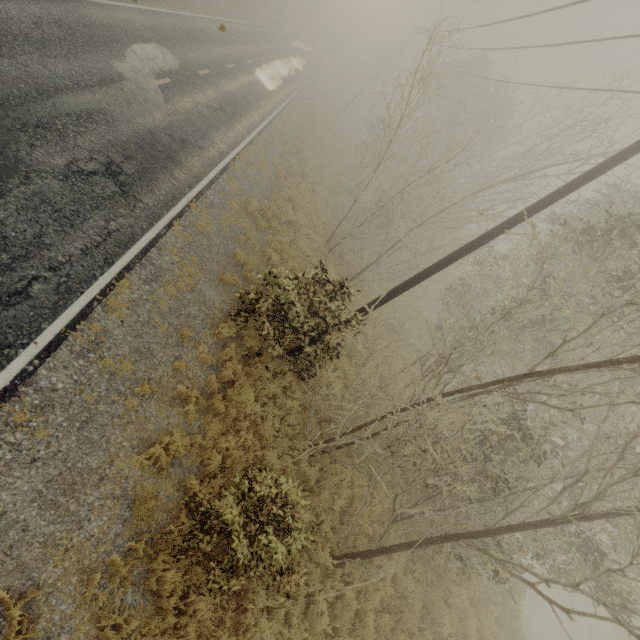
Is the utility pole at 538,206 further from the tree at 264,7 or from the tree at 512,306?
the tree at 264,7

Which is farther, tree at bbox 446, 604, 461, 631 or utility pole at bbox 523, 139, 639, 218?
tree at bbox 446, 604, 461, 631

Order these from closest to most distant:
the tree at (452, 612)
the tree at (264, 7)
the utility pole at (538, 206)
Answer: the utility pole at (538, 206), the tree at (452, 612), the tree at (264, 7)

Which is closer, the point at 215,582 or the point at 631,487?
the point at 215,582

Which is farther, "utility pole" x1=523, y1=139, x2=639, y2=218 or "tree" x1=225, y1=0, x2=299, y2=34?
"tree" x1=225, y1=0, x2=299, y2=34

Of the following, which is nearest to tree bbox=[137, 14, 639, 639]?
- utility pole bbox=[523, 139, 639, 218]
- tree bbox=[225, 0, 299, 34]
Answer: utility pole bbox=[523, 139, 639, 218]

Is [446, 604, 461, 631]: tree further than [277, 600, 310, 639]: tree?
Yes
